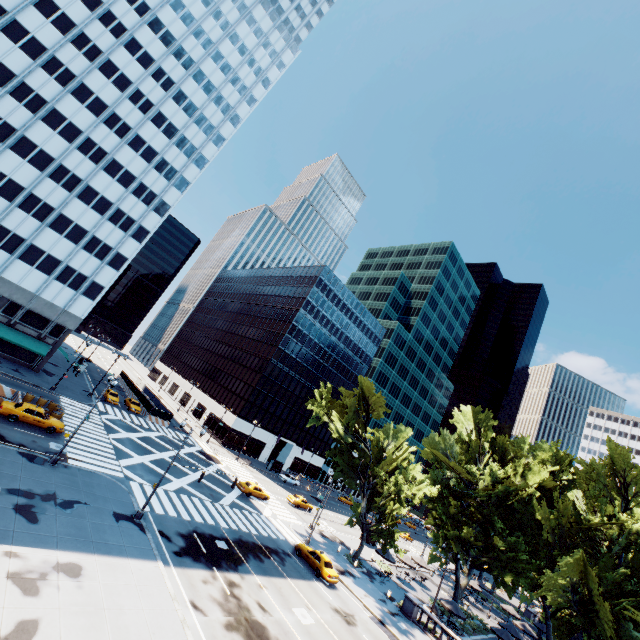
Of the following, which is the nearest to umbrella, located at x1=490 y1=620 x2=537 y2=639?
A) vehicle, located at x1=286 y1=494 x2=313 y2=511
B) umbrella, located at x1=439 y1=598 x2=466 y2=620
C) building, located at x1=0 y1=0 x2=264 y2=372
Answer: umbrella, located at x1=439 y1=598 x2=466 y2=620

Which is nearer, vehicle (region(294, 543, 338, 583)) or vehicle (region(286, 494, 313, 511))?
vehicle (region(294, 543, 338, 583))

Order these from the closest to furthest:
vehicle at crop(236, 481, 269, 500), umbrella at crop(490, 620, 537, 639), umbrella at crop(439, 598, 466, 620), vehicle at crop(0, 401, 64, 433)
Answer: vehicle at crop(0, 401, 64, 433)
umbrella at crop(439, 598, 466, 620)
umbrella at crop(490, 620, 537, 639)
vehicle at crop(236, 481, 269, 500)

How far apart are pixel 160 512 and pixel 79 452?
9.6 meters

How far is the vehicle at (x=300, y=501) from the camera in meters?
49.2

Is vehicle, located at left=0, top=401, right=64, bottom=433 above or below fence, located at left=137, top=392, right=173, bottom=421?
below

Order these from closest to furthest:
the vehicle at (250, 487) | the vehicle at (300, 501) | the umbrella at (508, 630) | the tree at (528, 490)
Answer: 1. the tree at (528, 490)
2. the umbrella at (508, 630)
3. the vehicle at (250, 487)
4. the vehicle at (300, 501)

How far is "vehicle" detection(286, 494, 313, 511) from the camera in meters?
49.2 m
